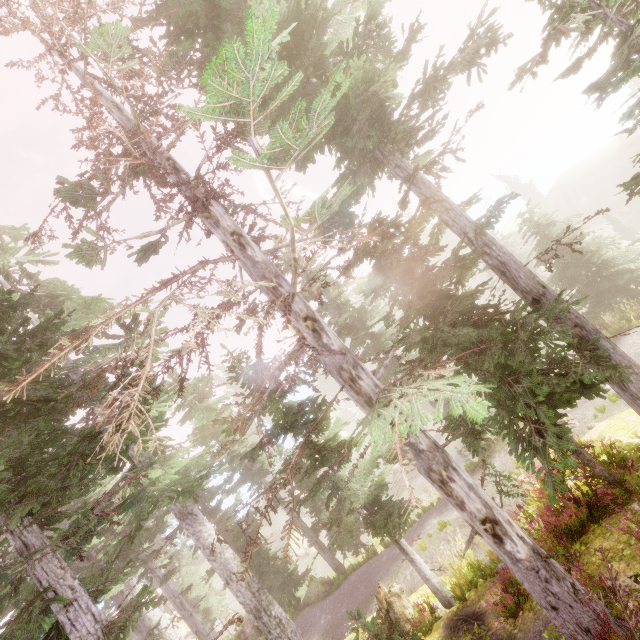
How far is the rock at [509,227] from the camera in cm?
5138

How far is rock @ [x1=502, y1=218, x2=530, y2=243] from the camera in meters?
51.4 m

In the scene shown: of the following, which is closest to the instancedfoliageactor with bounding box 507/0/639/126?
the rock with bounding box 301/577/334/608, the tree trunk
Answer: the rock with bounding box 301/577/334/608

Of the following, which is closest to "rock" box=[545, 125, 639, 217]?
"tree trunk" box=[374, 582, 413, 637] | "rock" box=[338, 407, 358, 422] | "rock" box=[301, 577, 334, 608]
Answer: "rock" box=[338, 407, 358, 422]

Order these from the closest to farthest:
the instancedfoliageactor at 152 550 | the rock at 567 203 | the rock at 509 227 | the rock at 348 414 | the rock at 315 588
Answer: the instancedfoliageactor at 152 550 < the rock at 315 588 < the rock at 567 203 < the rock at 509 227 < the rock at 348 414

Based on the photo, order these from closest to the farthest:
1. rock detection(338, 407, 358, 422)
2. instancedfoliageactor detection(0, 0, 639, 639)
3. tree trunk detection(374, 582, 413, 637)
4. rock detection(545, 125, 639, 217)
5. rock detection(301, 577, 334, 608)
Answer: instancedfoliageactor detection(0, 0, 639, 639)
tree trunk detection(374, 582, 413, 637)
rock detection(301, 577, 334, 608)
rock detection(545, 125, 639, 217)
rock detection(338, 407, 358, 422)

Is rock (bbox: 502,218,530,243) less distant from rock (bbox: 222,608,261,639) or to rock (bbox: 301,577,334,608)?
rock (bbox: 301,577,334,608)

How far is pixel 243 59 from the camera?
10.4m
